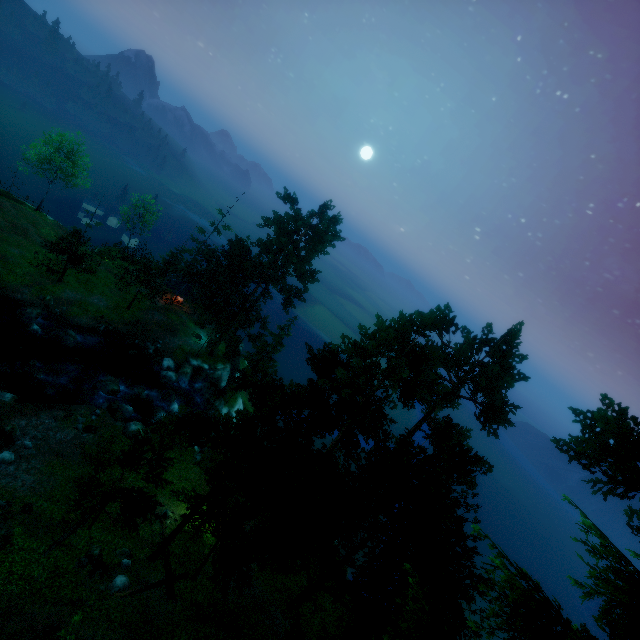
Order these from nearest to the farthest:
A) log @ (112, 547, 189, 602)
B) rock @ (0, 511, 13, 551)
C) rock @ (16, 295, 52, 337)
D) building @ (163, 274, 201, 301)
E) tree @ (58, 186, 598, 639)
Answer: tree @ (58, 186, 598, 639) → rock @ (0, 511, 13, 551) → log @ (112, 547, 189, 602) → rock @ (16, 295, 52, 337) → building @ (163, 274, 201, 301)

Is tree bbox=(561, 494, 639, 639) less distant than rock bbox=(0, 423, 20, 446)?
Yes

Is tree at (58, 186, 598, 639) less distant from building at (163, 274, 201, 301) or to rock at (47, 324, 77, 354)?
building at (163, 274, 201, 301)

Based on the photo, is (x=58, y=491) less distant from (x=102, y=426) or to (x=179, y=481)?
(x=102, y=426)

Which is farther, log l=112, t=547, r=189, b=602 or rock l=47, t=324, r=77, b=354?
rock l=47, t=324, r=77, b=354

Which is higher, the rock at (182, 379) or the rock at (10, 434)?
the rock at (10, 434)

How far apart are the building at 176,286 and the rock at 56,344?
13.6m

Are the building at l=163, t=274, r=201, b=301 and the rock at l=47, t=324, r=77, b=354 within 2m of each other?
no
